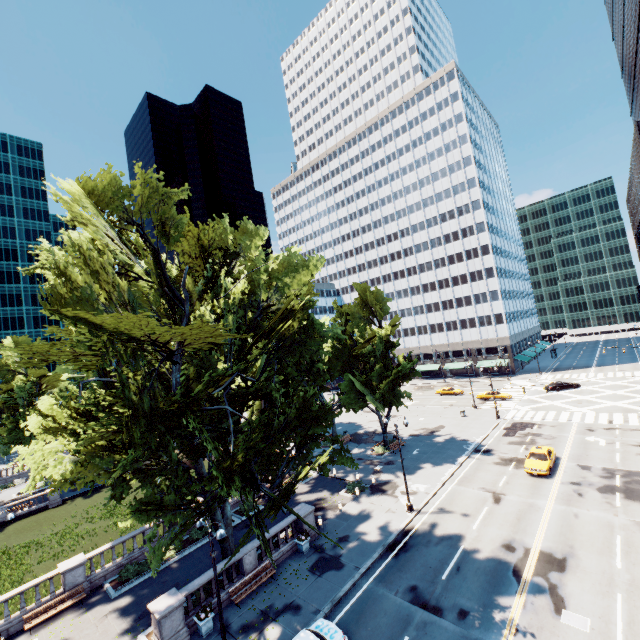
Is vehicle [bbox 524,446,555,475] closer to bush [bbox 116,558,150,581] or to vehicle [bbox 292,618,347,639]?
vehicle [bbox 292,618,347,639]

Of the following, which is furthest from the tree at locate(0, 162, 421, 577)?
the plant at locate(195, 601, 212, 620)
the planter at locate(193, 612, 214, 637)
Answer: the plant at locate(195, 601, 212, 620)

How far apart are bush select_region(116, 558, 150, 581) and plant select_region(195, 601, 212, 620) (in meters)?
8.31

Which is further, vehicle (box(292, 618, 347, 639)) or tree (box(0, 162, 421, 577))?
vehicle (box(292, 618, 347, 639))

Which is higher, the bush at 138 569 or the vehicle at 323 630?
the vehicle at 323 630

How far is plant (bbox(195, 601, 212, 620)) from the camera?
16.9 meters

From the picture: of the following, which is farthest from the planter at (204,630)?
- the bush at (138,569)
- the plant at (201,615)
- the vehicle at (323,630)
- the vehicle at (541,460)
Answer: the vehicle at (541,460)

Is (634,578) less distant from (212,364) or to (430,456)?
(430,456)
